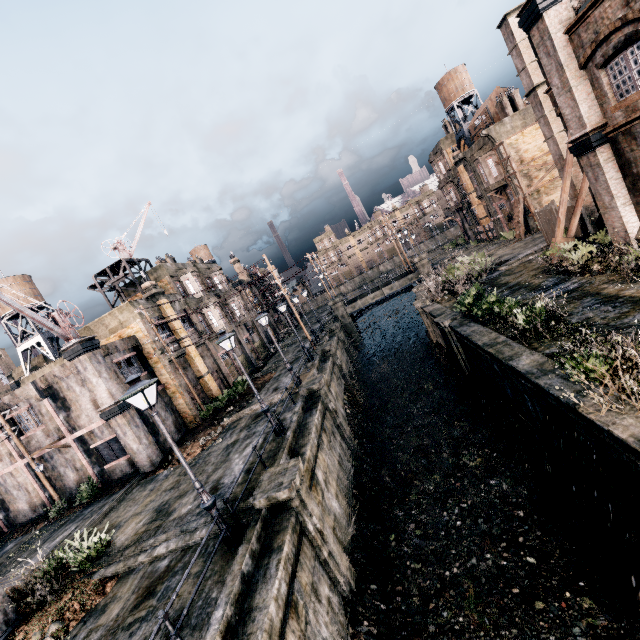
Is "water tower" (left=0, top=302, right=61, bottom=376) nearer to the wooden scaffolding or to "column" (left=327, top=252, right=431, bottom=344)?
the wooden scaffolding

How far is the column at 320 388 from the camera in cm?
1922

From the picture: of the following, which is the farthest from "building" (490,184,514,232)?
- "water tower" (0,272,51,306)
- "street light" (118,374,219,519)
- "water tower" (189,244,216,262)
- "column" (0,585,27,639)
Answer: "water tower" (0,272,51,306)

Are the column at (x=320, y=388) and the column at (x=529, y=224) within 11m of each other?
no

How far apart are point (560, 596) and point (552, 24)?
21.2m

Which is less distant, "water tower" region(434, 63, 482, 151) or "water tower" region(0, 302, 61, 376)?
"water tower" region(0, 302, 61, 376)

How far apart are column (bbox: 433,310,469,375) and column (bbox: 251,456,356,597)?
12.55m

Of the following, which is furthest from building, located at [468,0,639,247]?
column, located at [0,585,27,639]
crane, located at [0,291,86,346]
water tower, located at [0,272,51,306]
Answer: water tower, located at [0,272,51,306]
